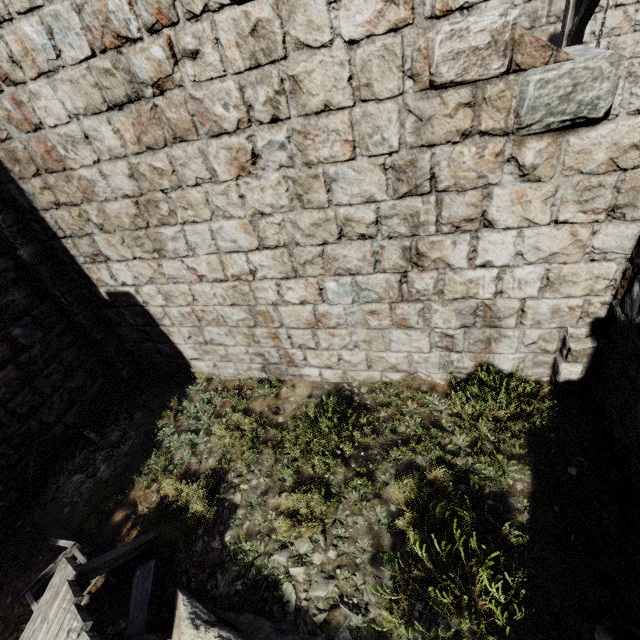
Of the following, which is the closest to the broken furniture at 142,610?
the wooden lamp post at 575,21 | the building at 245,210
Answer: the building at 245,210

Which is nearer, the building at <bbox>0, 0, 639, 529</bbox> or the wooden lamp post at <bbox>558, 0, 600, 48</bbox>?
the building at <bbox>0, 0, 639, 529</bbox>

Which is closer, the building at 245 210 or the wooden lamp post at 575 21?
the building at 245 210

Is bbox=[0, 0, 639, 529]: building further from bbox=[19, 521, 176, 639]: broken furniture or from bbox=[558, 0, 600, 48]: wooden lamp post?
bbox=[19, 521, 176, 639]: broken furniture

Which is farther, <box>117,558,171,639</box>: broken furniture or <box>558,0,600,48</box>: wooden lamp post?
<box>558,0,600,48</box>: wooden lamp post

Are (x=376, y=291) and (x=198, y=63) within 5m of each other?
yes
